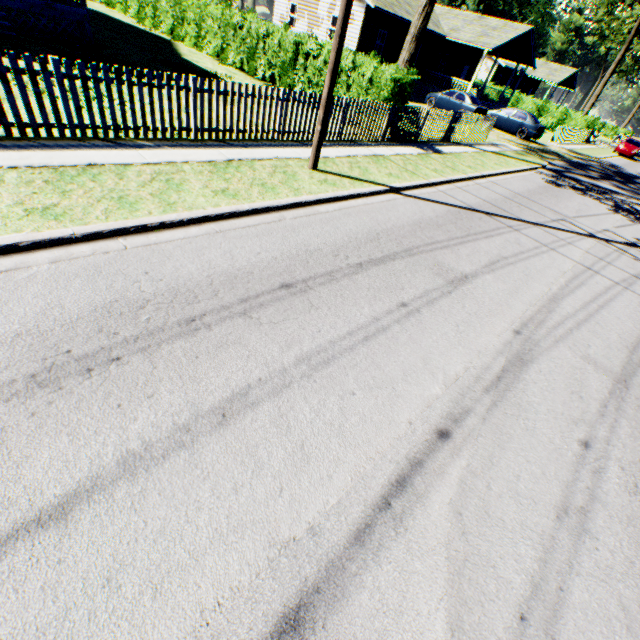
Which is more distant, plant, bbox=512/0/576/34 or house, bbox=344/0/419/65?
plant, bbox=512/0/576/34

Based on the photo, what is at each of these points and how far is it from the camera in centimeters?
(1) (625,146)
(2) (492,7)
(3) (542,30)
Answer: (1) car, 3297cm
(2) plant, 5528cm
(3) plant, 5531cm

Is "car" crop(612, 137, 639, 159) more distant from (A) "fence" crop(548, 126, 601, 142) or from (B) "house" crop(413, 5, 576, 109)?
(B) "house" crop(413, 5, 576, 109)

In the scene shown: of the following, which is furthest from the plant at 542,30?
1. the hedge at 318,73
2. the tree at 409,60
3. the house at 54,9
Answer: the house at 54,9

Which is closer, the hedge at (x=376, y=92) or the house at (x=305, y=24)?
the hedge at (x=376, y=92)

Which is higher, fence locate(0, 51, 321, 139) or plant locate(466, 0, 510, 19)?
plant locate(466, 0, 510, 19)

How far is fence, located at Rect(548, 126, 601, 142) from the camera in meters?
26.8 m

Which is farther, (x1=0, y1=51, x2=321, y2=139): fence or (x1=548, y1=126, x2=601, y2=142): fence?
(x1=548, y1=126, x2=601, y2=142): fence
